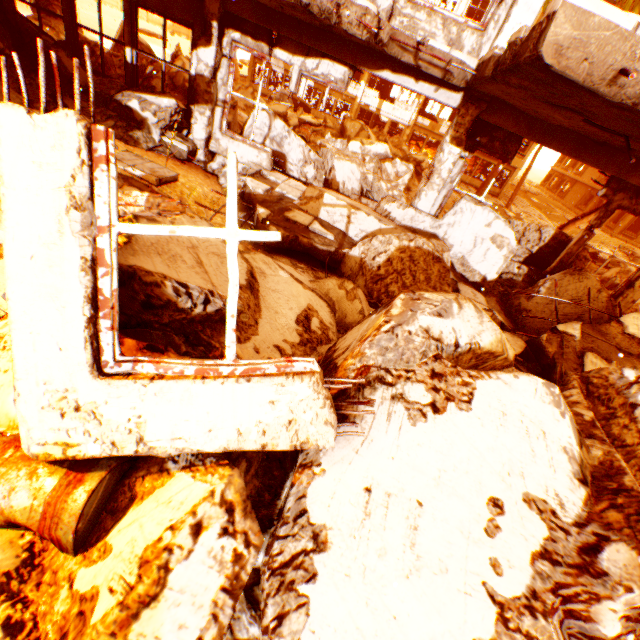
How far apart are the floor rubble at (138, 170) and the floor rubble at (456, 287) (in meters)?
3.55

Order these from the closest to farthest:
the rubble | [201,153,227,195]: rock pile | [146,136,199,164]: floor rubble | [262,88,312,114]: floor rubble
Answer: [146,136,199,164]: floor rubble → [201,153,227,195]: rock pile → the rubble → [262,88,312,114]: floor rubble

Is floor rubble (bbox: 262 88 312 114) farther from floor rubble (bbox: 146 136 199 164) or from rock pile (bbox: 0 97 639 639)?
floor rubble (bbox: 146 136 199 164)

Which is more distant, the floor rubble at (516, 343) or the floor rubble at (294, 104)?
the floor rubble at (294, 104)

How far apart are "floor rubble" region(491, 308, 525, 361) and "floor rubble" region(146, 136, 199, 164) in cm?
552

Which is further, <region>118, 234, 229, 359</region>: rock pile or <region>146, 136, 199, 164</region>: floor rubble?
<region>146, 136, 199, 164</region>: floor rubble

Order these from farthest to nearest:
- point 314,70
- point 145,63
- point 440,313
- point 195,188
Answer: point 145,63 < point 314,70 < point 195,188 < point 440,313

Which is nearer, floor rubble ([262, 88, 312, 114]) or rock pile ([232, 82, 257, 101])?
rock pile ([232, 82, 257, 101])
